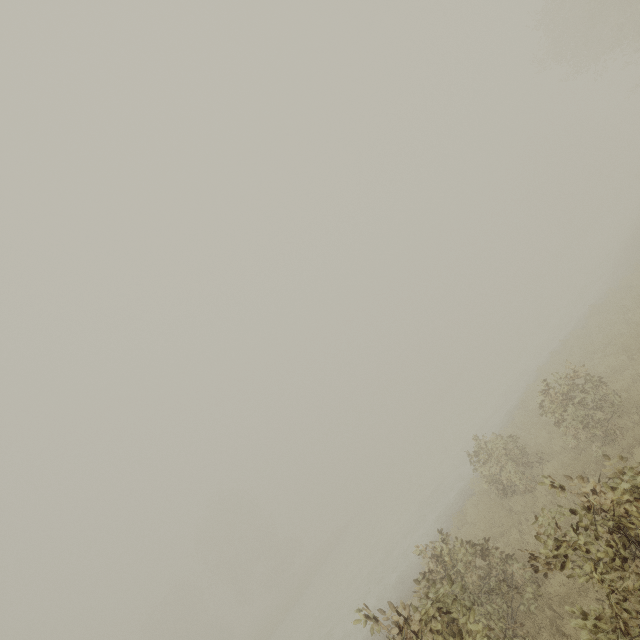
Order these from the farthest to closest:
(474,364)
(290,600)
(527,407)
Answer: (474,364)
(290,600)
(527,407)

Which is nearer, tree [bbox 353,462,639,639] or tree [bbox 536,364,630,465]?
tree [bbox 353,462,639,639]

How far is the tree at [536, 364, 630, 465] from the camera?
7.9 meters

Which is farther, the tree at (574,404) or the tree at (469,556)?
the tree at (574,404)

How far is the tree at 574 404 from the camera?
7.9 meters
